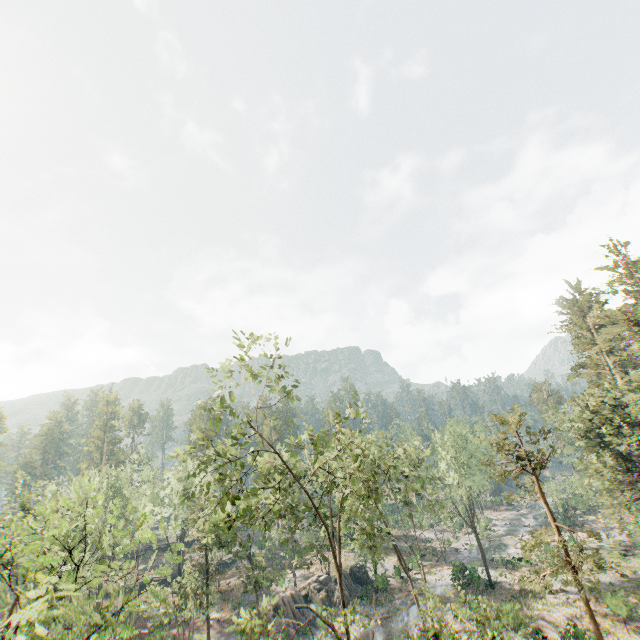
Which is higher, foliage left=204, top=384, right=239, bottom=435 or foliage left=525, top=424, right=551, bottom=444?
foliage left=204, top=384, right=239, bottom=435

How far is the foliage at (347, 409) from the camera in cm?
1861

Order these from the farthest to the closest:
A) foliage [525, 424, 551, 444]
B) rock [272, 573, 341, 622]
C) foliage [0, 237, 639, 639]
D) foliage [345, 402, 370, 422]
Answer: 1. rock [272, 573, 341, 622]
2. foliage [525, 424, 551, 444]
3. foliage [345, 402, 370, 422]
4. foliage [0, 237, 639, 639]

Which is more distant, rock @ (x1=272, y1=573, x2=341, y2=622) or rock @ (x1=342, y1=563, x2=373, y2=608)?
rock @ (x1=342, y1=563, x2=373, y2=608)

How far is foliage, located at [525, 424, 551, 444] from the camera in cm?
2184

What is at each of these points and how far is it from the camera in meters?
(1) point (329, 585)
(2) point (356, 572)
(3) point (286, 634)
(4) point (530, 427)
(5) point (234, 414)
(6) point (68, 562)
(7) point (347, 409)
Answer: (1) rock, 41.8 m
(2) rock, 45.2 m
(3) rock, 34.2 m
(4) foliage, 22.1 m
(5) foliage, 16.7 m
(6) foliage, 9.5 m
(7) foliage, 18.2 m

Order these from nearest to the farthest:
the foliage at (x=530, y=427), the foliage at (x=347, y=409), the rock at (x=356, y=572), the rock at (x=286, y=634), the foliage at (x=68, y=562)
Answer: the foliage at (x=68, y=562), the foliage at (x=347, y=409), the foliage at (x=530, y=427), the rock at (x=286, y=634), the rock at (x=356, y=572)
